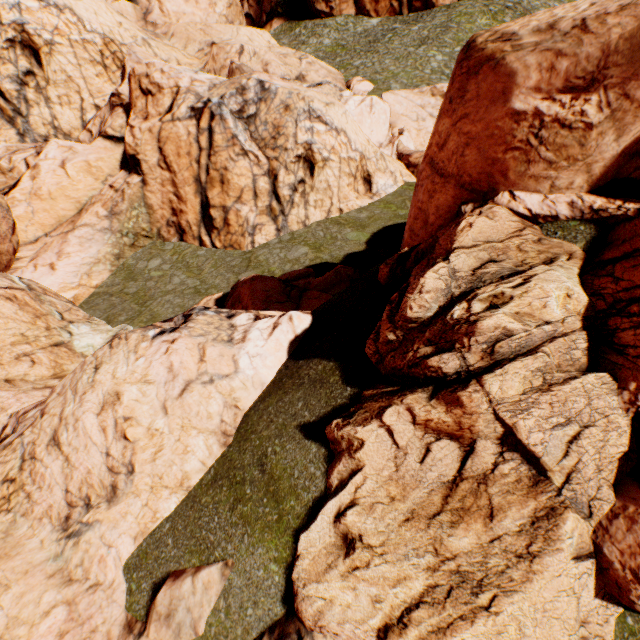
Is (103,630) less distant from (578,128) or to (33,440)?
(33,440)
